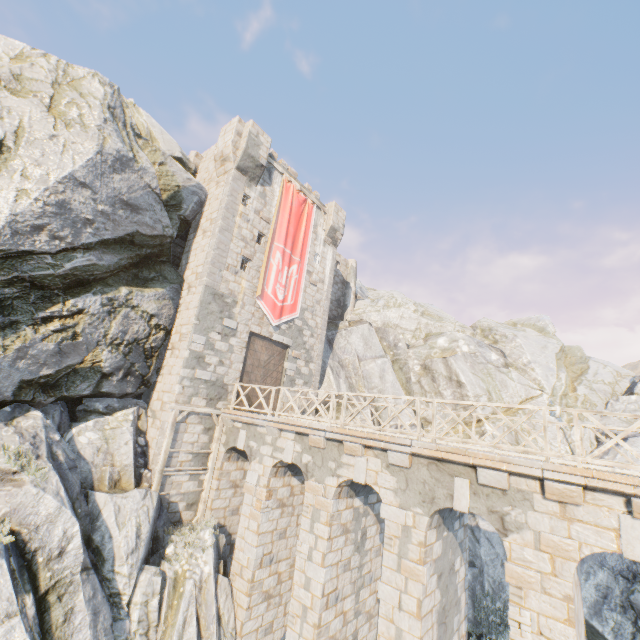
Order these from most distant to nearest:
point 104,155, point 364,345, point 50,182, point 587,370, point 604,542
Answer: point 587,370 < point 364,345 < point 104,155 < point 50,182 < point 604,542

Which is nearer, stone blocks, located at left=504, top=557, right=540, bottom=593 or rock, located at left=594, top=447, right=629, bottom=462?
stone blocks, located at left=504, top=557, right=540, bottom=593

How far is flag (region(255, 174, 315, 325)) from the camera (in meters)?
17.34

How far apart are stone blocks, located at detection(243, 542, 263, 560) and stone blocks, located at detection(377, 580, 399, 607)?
4.80m

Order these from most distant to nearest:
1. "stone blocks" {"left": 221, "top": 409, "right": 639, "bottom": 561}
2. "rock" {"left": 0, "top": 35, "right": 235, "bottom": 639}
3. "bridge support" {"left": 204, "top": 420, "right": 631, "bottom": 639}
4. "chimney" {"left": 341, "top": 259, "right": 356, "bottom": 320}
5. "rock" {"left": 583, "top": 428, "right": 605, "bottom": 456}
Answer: "chimney" {"left": 341, "top": 259, "right": 356, "bottom": 320}, "rock" {"left": 583, "top": 428, "right": 605, "bottom": 456}, "rock" {"left": 0, "top": 35, "right": 235, "bottom": 639}, "bridge support" {"left": 204, "top": 420, "right": 631, "bottom": 639}, "stone blocks" {"left": 221, "top": 409, "right": 639, "bottom": 561}

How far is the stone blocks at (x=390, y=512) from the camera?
8.6 meters

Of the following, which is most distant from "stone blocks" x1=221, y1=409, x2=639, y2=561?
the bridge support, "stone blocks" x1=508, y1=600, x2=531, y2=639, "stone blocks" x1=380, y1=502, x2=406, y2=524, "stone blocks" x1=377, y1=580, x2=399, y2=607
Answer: "stone blocks" x1=377, y1=580, x2=399, y2=607

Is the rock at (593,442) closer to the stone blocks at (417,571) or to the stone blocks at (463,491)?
the stone blocks at (463,491)
